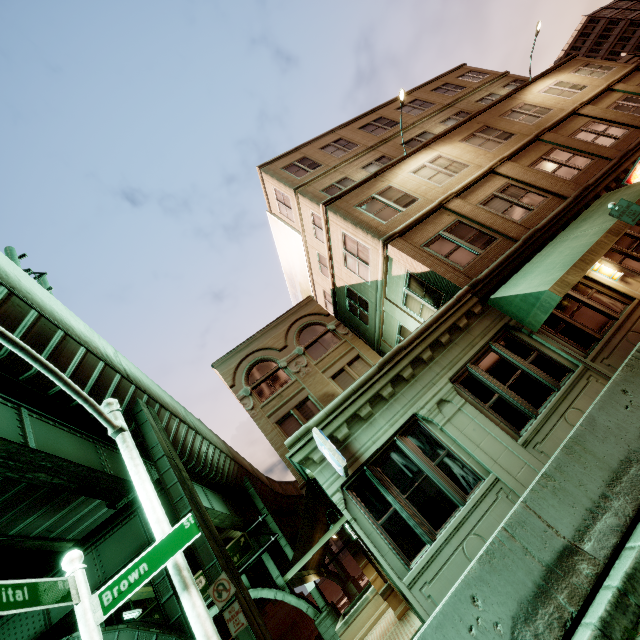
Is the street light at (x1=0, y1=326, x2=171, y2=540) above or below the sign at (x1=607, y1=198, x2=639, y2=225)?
above

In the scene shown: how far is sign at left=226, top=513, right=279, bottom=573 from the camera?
23.1 meters

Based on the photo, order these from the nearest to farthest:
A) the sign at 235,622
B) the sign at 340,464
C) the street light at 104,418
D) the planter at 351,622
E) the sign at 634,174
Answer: the street light at 104,418
the sign at 340,464
the sign at 235,622
the sign at 634,174
the planter at 351,622

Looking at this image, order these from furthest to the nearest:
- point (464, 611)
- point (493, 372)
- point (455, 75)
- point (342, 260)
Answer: point (455, 75)
point (342, 260)
point (493, 372)
point (464, 611)

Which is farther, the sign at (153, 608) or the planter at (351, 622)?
the sign at (153, 608)

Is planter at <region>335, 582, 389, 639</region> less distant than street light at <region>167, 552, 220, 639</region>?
No

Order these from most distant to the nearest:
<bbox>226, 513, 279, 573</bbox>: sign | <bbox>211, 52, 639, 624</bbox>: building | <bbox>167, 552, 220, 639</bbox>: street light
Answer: <bbox>226, 513, 279, 573</bbox>: sign, <bbox>211, 52, 639, 624</bbox>: building, <bbox>167, 552, 220, 639</bbox>: street light

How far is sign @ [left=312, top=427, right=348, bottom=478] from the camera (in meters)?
6.45
